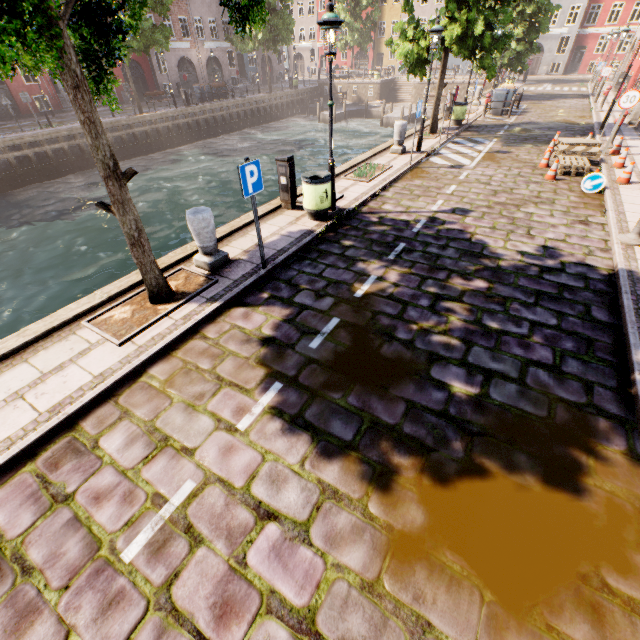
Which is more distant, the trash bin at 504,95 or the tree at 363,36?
the tree at 363,36

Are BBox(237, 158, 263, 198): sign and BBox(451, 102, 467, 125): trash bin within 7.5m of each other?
no

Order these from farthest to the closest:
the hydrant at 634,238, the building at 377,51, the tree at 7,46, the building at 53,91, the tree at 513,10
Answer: the building at 377,51 → the building at 53,91 → the tree at 513,10 → the hydrant at 634,238 → the tree at 7,46

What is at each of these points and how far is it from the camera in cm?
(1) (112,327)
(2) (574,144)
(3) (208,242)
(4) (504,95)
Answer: (1) tree planter, 500
(2) pallet, 1227
(3) pillar, 598
(4) trash bin, 1875

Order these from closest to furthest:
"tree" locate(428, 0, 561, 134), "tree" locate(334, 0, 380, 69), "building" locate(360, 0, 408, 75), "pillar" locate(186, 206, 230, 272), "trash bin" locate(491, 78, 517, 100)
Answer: "pillar" locate(186, 206, 230, 272) < "tree" locate(428, 0, 561, 134) < "trash bin" locate(491, 78, 517, 100) < "tree" locate(334, 0, 380, 69) < "building" locate(360, 0, 408, 75)

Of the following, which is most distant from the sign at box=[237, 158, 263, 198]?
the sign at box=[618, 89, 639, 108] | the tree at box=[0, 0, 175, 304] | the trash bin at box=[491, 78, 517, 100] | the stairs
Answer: the stairs

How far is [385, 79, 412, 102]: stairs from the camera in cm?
3688

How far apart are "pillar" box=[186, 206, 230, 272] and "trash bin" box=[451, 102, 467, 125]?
16.3 meters
